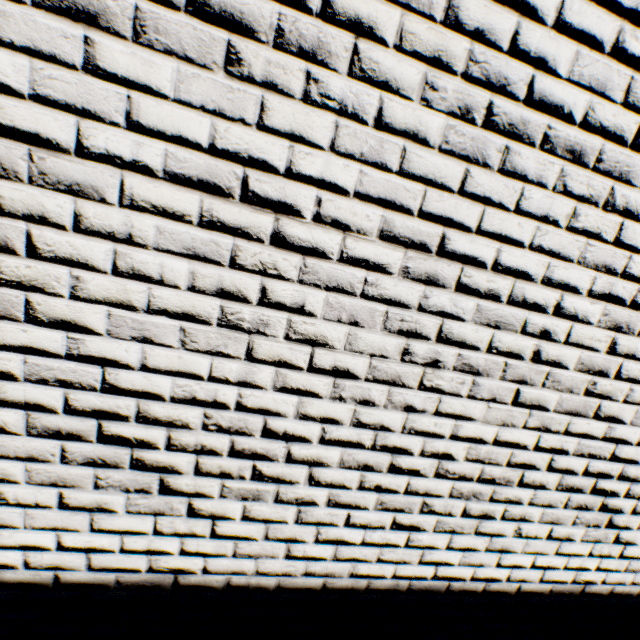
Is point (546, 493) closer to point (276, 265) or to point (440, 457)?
point (440, 457)
